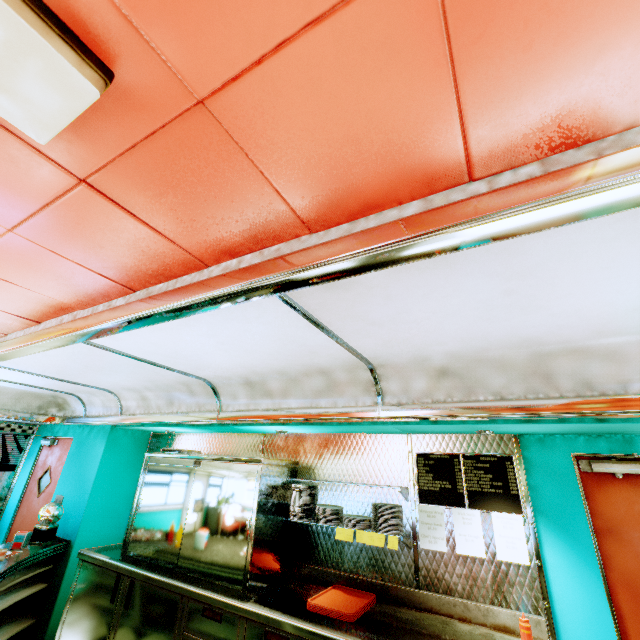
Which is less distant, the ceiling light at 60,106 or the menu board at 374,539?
the ceiling light at 60,106

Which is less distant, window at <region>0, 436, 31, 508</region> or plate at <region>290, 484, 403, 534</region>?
plate at <region>290, 484, 403, 534</region>

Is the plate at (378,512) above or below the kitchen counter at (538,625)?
above

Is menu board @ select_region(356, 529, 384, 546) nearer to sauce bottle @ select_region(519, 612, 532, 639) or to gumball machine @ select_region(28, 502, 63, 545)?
sauce bottle @ select_region(519, 612, 532, 639)

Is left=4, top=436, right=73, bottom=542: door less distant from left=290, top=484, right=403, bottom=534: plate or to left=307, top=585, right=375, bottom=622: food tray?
left=290, top=484, right=403, bottom=534: plate

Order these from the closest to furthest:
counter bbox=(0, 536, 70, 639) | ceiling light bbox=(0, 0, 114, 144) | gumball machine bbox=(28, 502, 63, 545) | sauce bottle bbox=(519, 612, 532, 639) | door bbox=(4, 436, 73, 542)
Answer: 1. ceiling light bbox=(0, 0, 114, 144)
2. sauce bottle bbox=(519, 612, 532, 639)
3. counter bbox=(0, 536, 70, 639)
4. gumball machine bbox=(28, 502, 63, 545)
5. door bbox=(4, 436, 73, 542)

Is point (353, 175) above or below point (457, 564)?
above

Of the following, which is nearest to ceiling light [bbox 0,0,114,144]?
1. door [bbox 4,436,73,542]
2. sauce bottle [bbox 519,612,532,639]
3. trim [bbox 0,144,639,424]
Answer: trim [bbox 0,144,639,424]
